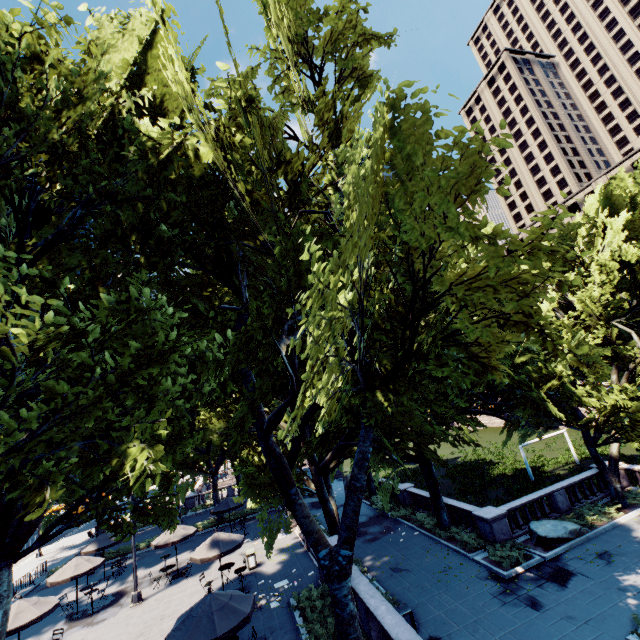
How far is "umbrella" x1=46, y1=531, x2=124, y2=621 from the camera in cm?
1819

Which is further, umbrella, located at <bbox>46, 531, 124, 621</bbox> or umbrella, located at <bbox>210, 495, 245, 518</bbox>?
umbrella, located at <bbox>210, 495, 245, 518</bbox>

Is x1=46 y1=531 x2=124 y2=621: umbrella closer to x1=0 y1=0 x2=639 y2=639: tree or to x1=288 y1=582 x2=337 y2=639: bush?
x1=0 y1=0 x2=639 y2=639: tree

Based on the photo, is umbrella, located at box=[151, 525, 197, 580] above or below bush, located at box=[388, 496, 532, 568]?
above

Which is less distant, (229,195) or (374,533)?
(229,195)

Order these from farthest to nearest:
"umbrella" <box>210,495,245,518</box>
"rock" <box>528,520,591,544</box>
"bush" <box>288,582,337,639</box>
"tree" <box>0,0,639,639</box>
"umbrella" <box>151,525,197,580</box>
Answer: "umbrella" <box>210,495,245,518</box> < "umbrella" <box>151,525,197,580</box> < "rock" <box>528,520,591,544</box> < "bush" <box>288,582,337,639</box> < "tree" <box>0,0,639,639</box>

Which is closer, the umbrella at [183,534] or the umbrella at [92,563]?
the umbrella at [92,563]

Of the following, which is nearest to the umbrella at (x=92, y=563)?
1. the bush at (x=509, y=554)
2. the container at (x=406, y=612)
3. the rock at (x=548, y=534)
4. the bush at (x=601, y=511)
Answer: the container at (x=406, y=612)
